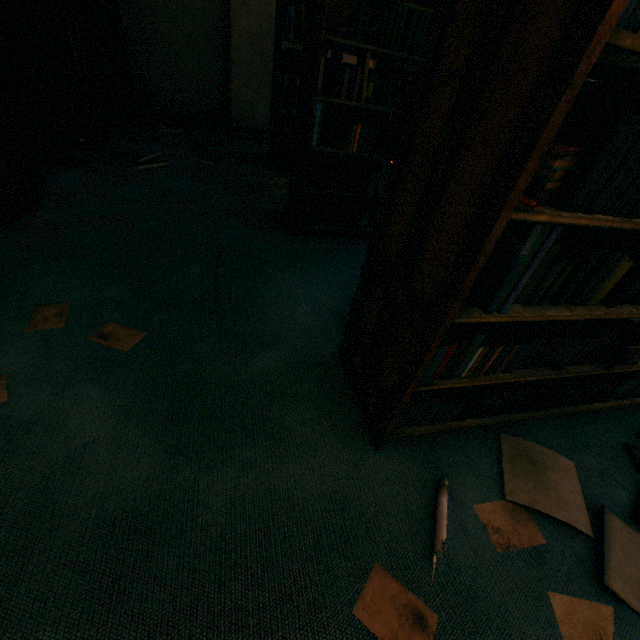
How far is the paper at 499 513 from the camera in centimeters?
118cm

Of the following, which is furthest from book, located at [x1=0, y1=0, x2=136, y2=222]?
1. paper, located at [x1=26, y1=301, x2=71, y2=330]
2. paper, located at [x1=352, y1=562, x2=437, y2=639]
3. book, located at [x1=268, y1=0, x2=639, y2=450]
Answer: paper, located at [x1=352, y1=562, x2=437, y2=639]

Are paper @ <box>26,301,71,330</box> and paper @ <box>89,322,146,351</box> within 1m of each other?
yes

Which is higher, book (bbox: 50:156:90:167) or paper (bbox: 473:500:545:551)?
book (bbox: 50:156:90:167)

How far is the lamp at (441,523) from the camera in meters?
1.1

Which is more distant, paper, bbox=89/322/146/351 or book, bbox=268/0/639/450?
paper, bbox=89/322/146/351

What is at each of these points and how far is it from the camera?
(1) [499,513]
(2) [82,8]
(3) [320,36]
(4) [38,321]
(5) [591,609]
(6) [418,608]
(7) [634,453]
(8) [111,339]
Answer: (1) paper, 1.3m
(2) book, 4.6m
(3) book, 2.0m
(4) paper, 1.6m
(5) paper, 1.1m
(6) paper, 1.0m
(7) book, 1.6m
(8) paper, 1.6m

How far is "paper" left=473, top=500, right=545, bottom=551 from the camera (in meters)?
1.18
